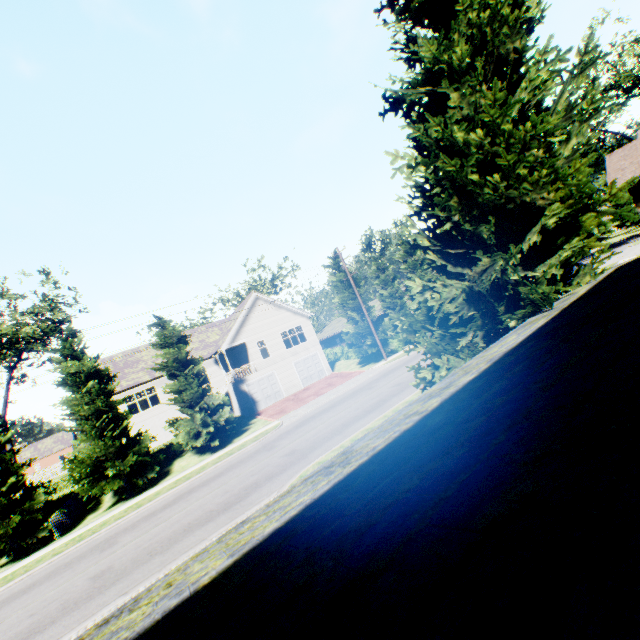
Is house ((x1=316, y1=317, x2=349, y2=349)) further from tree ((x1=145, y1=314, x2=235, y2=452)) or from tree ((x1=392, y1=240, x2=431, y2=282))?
tree ((x1=145, y1=314, x2=235, y2=452))

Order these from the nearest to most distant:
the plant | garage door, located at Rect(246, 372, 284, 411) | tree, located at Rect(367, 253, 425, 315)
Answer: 1. the plant
2. garage door, located at Rect(246, 372, 284, 411)
3. tree, located at Rect(367, 253, 425, 315)

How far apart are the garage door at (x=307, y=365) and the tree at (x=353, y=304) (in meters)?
6.16

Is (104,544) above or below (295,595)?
below

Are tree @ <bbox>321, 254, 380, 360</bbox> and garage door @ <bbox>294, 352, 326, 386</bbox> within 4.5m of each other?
no

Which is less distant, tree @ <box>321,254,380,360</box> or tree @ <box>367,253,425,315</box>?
tree @ <box>321,254,380,360</box>

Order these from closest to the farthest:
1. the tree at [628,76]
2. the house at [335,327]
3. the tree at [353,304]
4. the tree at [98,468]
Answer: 1. the tree at [98,468]
2. the tree at [628,76]
3. the tree at [353,304]
4. the house at [335,327]

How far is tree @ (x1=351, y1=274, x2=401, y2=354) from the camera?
32.09m
